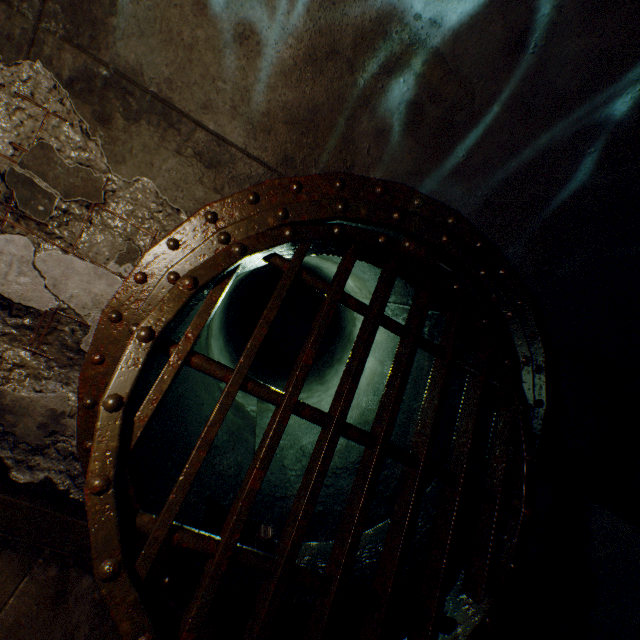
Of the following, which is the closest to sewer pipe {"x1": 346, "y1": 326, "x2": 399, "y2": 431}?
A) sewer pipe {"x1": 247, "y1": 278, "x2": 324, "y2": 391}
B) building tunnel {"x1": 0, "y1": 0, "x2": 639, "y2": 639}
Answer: building tunnel {"x1": 0, "y1": 0, "x2": 639, "y2": 639}

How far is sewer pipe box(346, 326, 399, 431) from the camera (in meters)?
4.41

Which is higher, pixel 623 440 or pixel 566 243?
pixel 566 243

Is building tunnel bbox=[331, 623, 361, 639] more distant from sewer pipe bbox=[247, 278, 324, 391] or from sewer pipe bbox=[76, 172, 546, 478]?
sewer pipe bbox=[247, 278, 324, 391]

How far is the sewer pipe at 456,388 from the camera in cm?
293

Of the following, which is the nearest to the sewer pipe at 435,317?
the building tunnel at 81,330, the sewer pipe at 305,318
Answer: the building tunnel at 81,330
